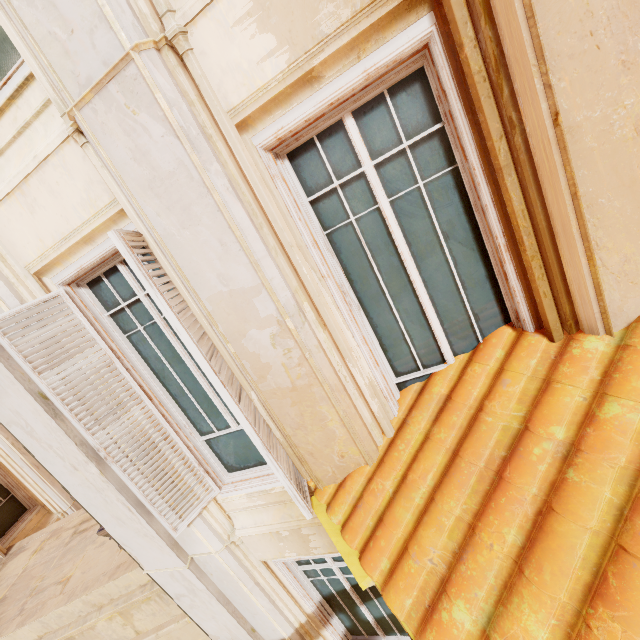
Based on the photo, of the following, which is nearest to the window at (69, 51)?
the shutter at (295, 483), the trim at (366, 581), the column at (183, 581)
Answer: the column at (183, 581)

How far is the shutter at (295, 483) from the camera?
2.01m

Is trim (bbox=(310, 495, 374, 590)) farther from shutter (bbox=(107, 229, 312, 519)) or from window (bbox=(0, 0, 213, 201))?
window (bbox=(0, 0, 213, 201))

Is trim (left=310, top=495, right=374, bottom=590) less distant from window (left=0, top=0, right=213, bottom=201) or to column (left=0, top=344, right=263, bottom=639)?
column (left=0, top=344, right=263, bottom=639)

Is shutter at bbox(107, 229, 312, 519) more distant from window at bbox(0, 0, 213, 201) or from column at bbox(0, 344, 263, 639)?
column at bbox(0, 344, 263, 639)

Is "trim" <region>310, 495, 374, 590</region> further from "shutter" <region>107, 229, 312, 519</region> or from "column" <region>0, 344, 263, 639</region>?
"column" <region>0, 344, 263, 639</region>

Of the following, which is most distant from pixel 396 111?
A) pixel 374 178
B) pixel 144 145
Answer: pixel 144 145
